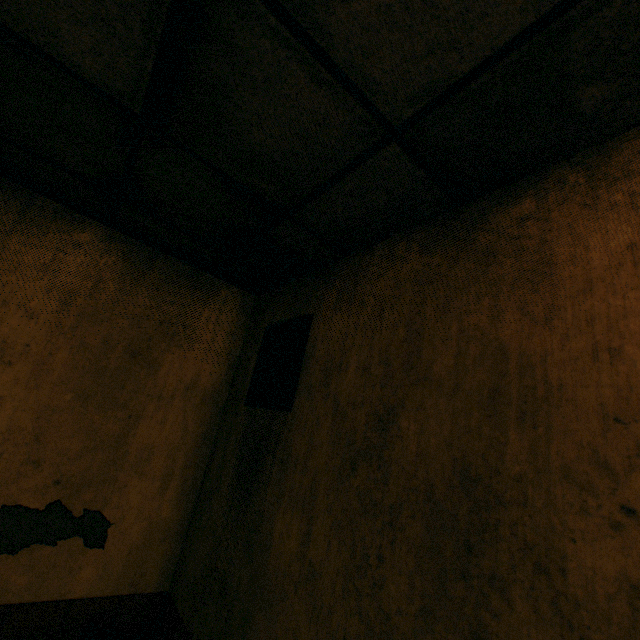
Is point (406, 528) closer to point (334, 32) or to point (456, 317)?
point (456, 317)

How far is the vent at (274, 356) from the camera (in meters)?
1.75

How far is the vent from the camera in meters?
1.7 m
